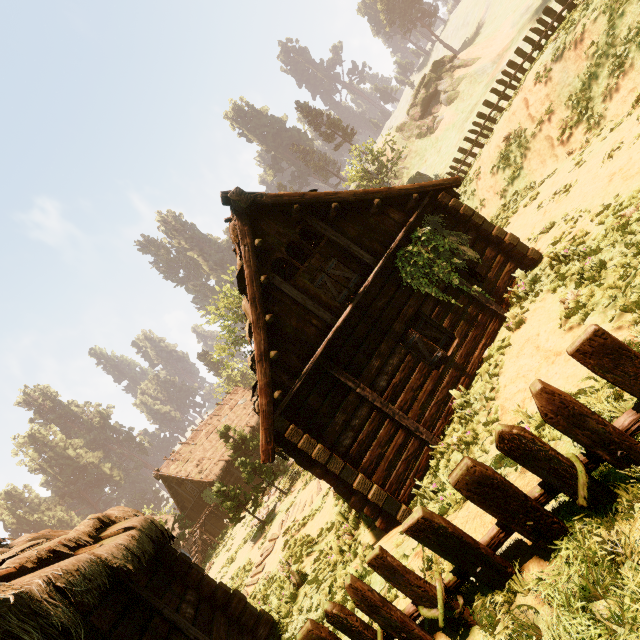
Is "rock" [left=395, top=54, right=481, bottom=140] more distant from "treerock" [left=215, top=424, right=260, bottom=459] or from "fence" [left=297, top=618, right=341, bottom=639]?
"fence" [left=297, top=618, right=341, bottom=639]

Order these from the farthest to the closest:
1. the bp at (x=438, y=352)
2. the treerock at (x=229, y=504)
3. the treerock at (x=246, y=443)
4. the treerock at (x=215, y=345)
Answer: the treerock at (x=215, y=345) → the treerock at (x=246, y=443) → the treerock at (x=229, y=504) → the bp at (x=438, y=352)

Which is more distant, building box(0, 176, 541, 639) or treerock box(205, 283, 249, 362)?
treerock box(205, 283, 249, 362)

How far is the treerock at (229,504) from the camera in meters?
17.6 m

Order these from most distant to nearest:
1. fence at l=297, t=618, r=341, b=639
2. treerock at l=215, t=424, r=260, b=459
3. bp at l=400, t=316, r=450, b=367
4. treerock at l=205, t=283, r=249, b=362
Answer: treerock at l=205, t=283, r=249, b=362, treerock at l=215, t=424, r=260, b=459, bp at l=400, t=316, r=450, b=367, fence at l=297, t=618, r=341, b=639

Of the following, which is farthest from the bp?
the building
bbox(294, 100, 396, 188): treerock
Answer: bbox(294, 100, 396, 188): treerock

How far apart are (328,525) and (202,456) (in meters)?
21.57

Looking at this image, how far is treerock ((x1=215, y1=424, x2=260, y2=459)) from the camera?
26.20m
